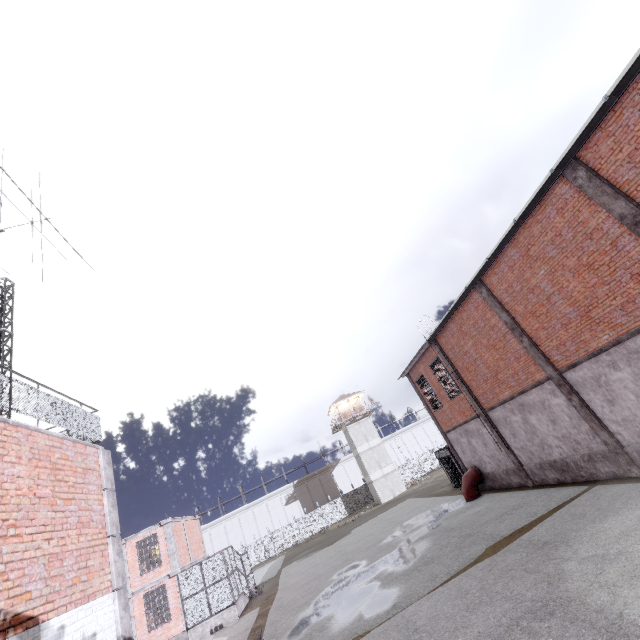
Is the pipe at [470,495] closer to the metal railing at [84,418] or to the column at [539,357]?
the column at [539,357]

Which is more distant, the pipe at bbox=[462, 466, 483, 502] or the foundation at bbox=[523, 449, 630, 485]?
the pipe at bbox=[462, 466, 483, 502]

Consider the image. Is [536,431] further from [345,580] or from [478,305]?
[345,580]

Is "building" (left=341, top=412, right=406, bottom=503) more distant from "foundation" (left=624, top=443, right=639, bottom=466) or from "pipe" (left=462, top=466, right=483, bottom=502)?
"foundation" (left=624, top=443, right=639, bottom=466)

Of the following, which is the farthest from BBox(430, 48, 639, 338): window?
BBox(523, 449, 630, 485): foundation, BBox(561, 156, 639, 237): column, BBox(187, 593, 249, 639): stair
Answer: BBox(187, 593, 249, 639): stair

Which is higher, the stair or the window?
the window

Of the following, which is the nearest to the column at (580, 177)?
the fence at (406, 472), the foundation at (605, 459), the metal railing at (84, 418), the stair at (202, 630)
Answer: the foundation at (605, 459)

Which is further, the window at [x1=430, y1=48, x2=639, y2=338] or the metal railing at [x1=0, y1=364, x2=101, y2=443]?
the window at [x1=430, y1=48, x2=639, y2=338]
